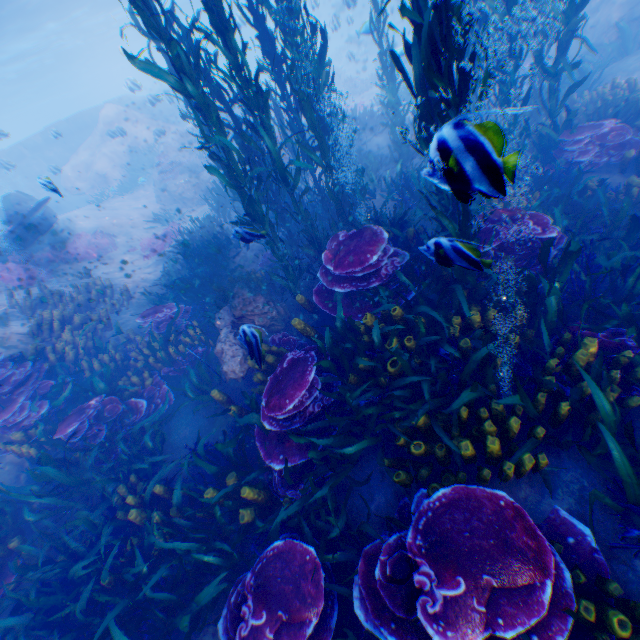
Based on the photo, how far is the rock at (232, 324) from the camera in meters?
5.0

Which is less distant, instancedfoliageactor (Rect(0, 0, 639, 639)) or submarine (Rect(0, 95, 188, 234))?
instancedfoliageactor (Rect(0, 0, 639, 639))

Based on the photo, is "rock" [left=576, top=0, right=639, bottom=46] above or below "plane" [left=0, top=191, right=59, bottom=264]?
below

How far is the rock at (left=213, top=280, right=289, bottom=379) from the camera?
5.04m

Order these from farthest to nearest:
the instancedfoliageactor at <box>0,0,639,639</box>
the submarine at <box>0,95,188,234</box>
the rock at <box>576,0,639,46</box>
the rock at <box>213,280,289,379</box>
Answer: the submarine at <box>0,95,188,234</box>, the rock at <box>576,0,639,46</box>, the rock at <box>213,280,289,379</box>, the instancedfoliageactor at <box>0,0,639,639</box>

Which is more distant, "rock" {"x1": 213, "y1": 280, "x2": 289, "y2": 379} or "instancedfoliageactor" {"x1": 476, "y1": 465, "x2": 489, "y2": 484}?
"rock" {"x1": 213, "y1": 280, "x2": 289, "y2": 379}

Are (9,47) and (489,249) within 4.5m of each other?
no
